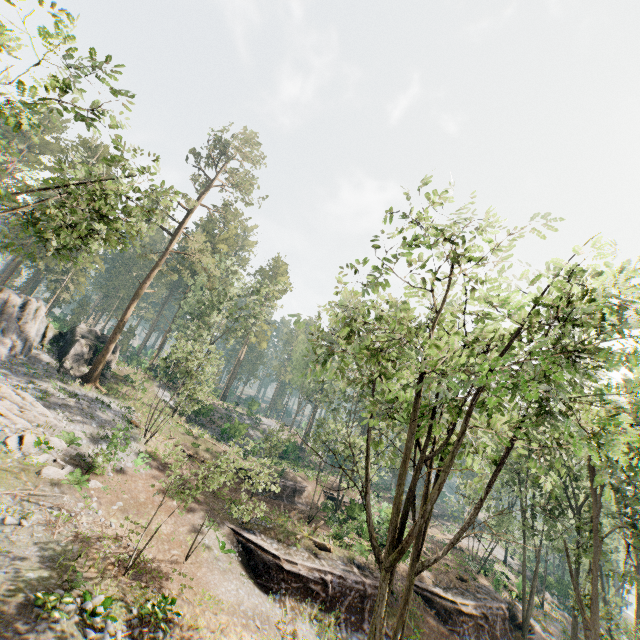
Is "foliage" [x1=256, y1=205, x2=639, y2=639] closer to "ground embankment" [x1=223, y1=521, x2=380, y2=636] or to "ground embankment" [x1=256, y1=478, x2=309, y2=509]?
"ground embankment" [x1=256, y1=478, x2=309, y2=509]

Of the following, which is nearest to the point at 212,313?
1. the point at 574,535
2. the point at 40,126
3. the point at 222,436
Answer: the point at 222,436

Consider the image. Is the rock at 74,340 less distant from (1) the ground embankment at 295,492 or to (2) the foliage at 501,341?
(2) the foliage at 501,341

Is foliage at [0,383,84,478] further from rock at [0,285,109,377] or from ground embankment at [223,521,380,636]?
ground embankment at [223,521,380,636]

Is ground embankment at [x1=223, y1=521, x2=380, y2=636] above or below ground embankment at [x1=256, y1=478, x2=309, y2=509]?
below

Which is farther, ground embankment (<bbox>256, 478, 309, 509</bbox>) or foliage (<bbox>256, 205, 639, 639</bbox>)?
ground embankment (<bbox>256, 478, 309, 509</bbox>)

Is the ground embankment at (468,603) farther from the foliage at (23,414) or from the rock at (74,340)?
the rock at (74,340)

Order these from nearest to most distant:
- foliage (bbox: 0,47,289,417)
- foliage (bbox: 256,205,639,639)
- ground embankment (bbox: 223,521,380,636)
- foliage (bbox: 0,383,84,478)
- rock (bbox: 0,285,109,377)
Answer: foliage (bbox: 256,205,639,639)
foliage (bbox: 0,47,289,417)
foliage (bbox: 0,383,84,478)
ground embankment (bbox: 223,521,380,636)
rock (bbox: 0,285,109,377)
